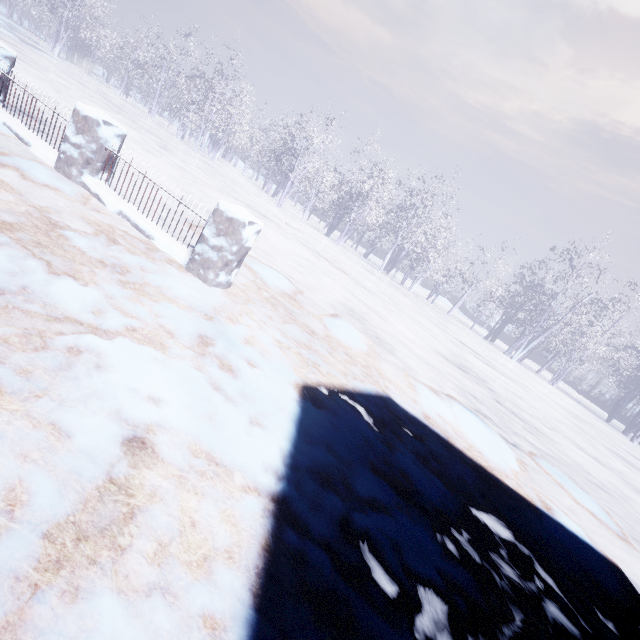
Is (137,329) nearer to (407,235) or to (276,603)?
(276,603)
